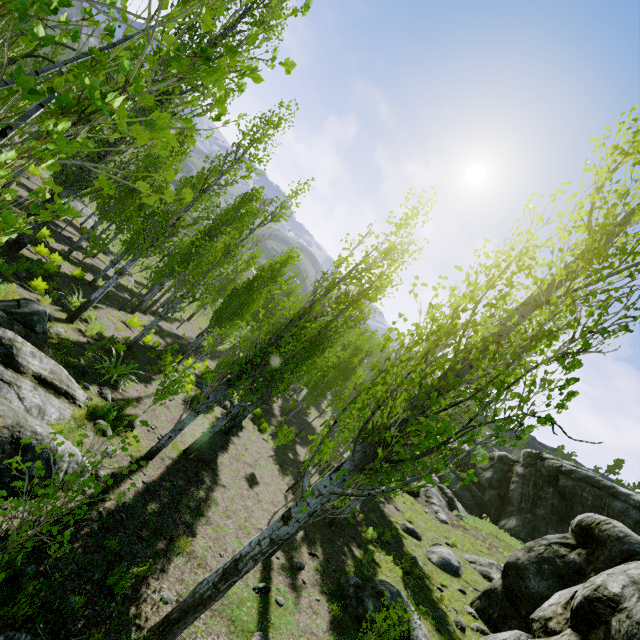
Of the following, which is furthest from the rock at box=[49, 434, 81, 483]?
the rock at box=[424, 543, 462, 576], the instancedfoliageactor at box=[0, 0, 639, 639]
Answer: the rock at box=[424, 543, 462, 576]

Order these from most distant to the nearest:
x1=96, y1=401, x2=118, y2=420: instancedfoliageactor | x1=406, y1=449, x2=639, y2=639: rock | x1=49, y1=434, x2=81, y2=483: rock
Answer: x1=96, y1=401, x2=118, y2=420: instancedfoliageactor
x1=406, y1=449, x2=639, y2=639: rock
x1=49, y1=434, x2=81, y2=483: rock

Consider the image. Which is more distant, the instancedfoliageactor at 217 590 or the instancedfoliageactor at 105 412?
the instancedfoliageactor at 105 412

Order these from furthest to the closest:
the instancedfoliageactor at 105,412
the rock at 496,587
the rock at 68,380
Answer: the instancedfoliageactor at 105,412, the rock at 496,587, the rock at 68,380

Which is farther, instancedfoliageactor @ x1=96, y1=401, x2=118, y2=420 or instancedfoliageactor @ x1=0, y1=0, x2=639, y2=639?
instancedfoliageactor @ x1=96, y1=401, x2=118, y2=420

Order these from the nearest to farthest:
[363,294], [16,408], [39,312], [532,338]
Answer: [532,338]
[16,408]
[363,294]
[39,312]

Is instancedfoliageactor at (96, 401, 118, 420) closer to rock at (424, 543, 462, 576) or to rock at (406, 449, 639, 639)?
rock at (406, 449, 639, 639)

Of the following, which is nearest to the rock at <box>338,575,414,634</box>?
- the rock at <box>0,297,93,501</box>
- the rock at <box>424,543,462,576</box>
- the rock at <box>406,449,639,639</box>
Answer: the rock at <box>406,449,639,639</box>
